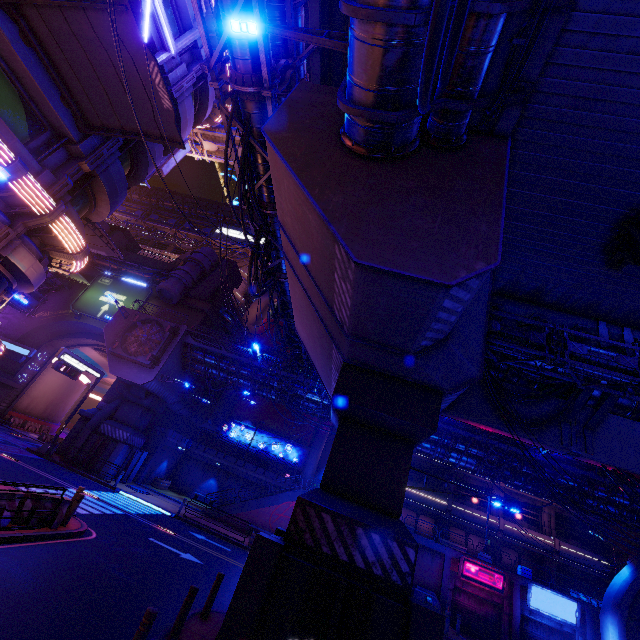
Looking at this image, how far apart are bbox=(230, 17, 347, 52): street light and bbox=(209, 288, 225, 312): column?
34.1 meters

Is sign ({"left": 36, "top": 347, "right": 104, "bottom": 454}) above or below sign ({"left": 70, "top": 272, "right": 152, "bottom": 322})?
below

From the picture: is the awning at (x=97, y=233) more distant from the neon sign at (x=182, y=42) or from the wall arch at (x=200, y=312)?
the wall arch at (x=200, y=312)

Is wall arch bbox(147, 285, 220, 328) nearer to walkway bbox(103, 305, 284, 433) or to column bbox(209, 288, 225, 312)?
walkway bbox(103, 305, 284, 433)

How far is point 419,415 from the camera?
8.7m

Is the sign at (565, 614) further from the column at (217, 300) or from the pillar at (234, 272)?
the pillar at (234, 272)

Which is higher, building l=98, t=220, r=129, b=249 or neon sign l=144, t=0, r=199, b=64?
building l=98, t=220, r=129, b=249

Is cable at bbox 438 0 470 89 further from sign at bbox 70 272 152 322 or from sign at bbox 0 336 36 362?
sign at bbox 0 336 36 362
